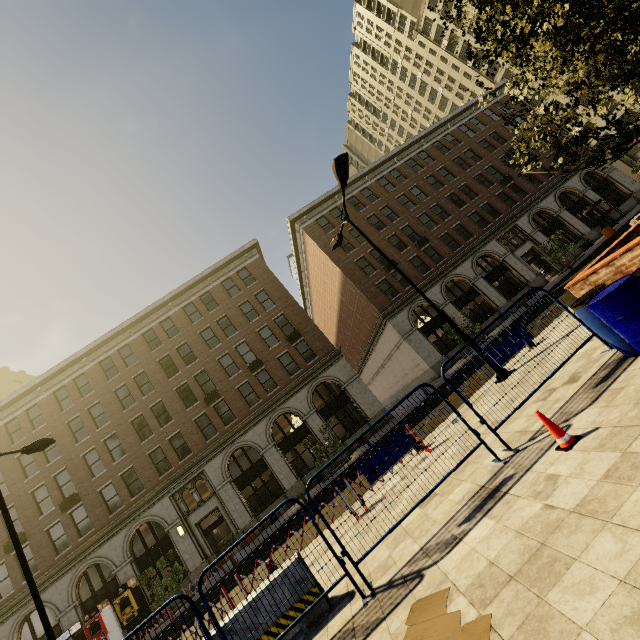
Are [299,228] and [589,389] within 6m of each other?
no

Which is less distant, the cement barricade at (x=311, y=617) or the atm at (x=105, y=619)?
the cement barricade at (x=311, y=617)

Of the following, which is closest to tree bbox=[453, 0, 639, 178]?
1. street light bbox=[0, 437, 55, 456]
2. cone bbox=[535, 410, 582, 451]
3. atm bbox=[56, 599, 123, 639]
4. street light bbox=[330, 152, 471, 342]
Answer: street light bbox=[330, 152, 471, 342]

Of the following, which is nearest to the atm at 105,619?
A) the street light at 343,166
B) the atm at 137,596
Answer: the atm at 137,596

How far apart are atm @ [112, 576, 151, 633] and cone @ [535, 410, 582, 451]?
26.78m

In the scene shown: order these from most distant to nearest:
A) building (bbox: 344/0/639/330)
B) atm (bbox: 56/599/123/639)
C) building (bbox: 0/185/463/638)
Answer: building (bbox: 344/0/639/330), building (bbox: 0/185/463/638), atm (bbox: 56/599/123/639)

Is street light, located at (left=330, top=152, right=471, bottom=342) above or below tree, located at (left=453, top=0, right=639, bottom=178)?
above

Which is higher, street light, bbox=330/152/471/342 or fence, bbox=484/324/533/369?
street light, bbox=330/152/471/342
